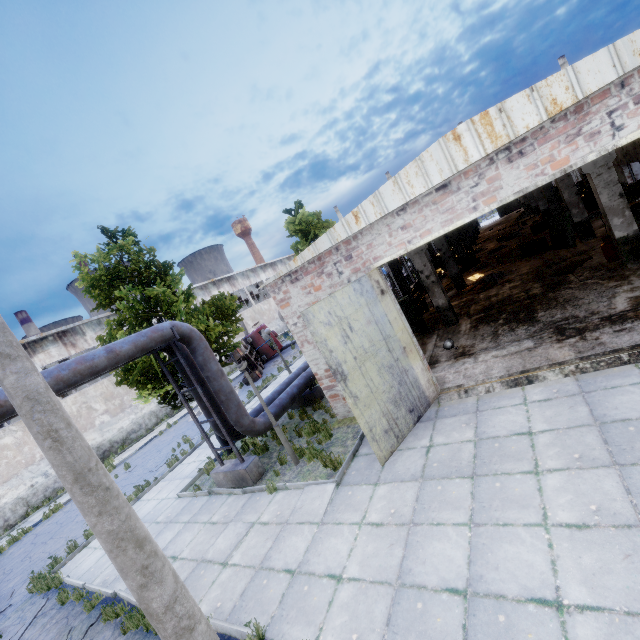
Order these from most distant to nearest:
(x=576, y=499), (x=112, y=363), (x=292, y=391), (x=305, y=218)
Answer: (x=305, y=218)
(x=292, y=391)
(x=112, y=363)
(x=576, y=499)

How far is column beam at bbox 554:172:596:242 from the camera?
14.8 meters

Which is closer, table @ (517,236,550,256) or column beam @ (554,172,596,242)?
column beam @ (554,172,596,242)

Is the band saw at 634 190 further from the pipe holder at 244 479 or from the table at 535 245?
the pipe holder at 244 479

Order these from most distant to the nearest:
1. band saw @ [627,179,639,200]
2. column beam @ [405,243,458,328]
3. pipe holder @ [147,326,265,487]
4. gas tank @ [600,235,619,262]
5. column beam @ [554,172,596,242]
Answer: column beam @ [554,172,596,242] → column beam @ [405,243,458,328] → band saw @ [627,179,639,200] → gas tank @ [600,235,619,262] → pipe holder @ [147,326,265,487]

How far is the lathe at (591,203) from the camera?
20.3 meters

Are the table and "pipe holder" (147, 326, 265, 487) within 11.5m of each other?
no

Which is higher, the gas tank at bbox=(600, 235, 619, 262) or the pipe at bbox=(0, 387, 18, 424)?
the pipe at bbox=(0, 387, 18, 424)
